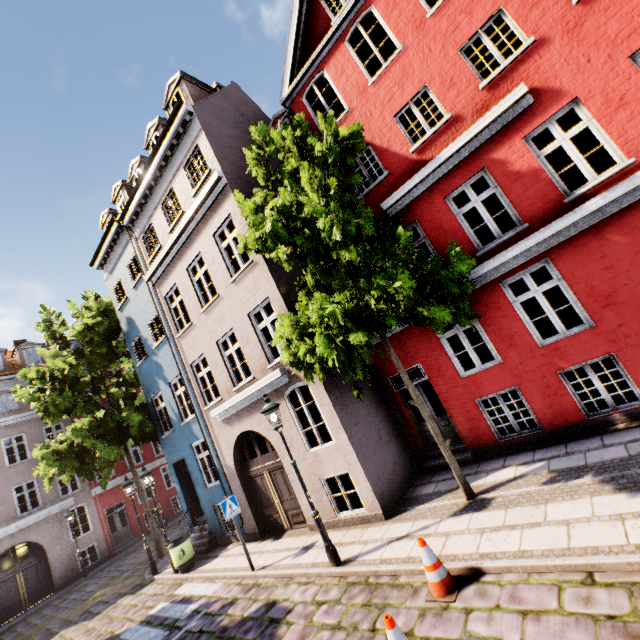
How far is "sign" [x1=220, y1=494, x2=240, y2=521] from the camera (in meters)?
8.59

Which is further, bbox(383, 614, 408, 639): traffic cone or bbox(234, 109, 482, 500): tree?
bbox(234, 109, 482, 500): tree

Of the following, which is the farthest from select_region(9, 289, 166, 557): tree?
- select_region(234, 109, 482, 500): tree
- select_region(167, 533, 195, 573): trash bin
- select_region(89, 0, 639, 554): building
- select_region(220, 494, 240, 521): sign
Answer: select_region(234, 109, 482, 500): tree

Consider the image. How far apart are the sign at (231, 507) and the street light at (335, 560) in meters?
2.9 m

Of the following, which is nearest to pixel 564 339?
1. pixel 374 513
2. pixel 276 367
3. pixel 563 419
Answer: pixel 563 419

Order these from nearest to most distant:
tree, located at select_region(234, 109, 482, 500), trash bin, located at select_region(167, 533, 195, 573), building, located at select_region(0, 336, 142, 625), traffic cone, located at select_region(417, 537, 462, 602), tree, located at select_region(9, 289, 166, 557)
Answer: traffic cone, located at select_region(417, 537, 462, 602), tree, located at select_region(234, 109, 482, 500), trash bin, located at select_region(167, 533, 195, 573), tree, located at select_region(9, 289, 166, 557), building, located at select_region(0, 336, 142, 625)

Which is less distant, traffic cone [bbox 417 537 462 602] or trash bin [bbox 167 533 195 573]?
traffic cone [bbox 417 537 462 602]

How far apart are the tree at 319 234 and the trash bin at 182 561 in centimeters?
1054cm
